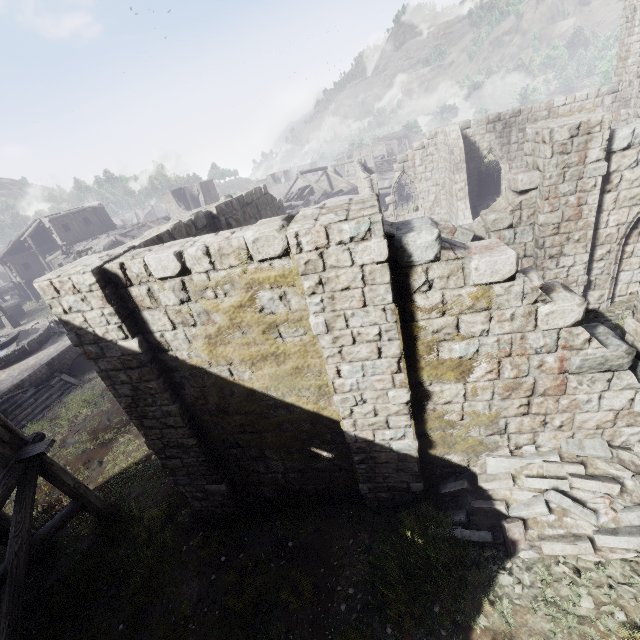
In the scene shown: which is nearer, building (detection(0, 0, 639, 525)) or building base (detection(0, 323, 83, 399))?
building (detection(0, 0, 639, 525))

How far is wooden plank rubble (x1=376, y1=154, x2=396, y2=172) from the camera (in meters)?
46.75

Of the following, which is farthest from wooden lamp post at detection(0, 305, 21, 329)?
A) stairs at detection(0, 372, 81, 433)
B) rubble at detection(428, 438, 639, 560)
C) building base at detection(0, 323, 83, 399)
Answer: rubble at detection(428, 438, 639, 560)

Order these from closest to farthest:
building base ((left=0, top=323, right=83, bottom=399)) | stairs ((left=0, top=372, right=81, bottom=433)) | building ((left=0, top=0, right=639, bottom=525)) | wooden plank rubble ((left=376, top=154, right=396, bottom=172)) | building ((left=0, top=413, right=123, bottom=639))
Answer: building ((left=0, top=0, right=639, bottom=525)) → building ((left=0, top=413, right=123, bottom=639)) → stairs ((left=0, top=372, right=81, bottom=433)) → building base ((left=0, top=323, right=83, bottom=399)) → wooden plank rubble ((left=376, top=154, right=396, bottom=172))

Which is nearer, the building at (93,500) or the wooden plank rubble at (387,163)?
the building at (93,500)

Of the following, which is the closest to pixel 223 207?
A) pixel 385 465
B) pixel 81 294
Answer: pixel 81 294

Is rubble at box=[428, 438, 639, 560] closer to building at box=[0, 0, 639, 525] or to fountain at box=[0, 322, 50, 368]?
building at box=[0, 0, 639, 525]

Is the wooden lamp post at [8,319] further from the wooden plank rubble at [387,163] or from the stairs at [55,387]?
the wooden plank rubble at [387,163]
